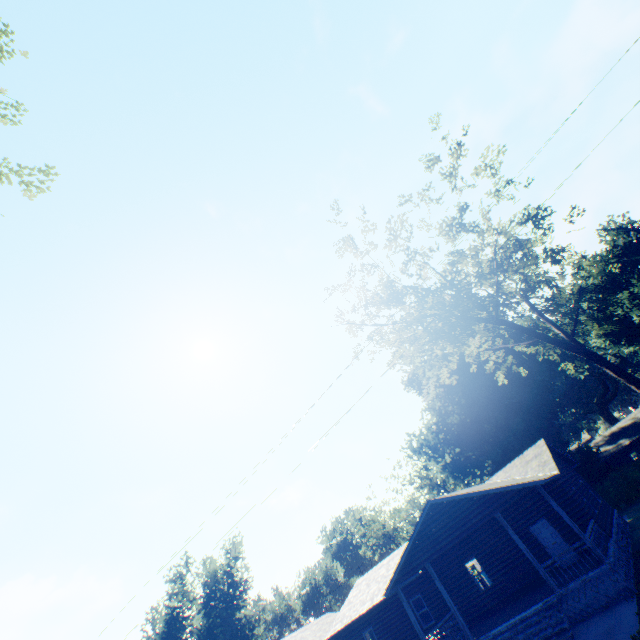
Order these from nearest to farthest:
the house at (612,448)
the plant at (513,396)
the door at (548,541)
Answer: the door at (548,541)
the plant at (513,396)
the house at (612,448)

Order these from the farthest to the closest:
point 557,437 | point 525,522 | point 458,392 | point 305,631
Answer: point 557,437 → point 458,392 → point 305,631 → point 525,522

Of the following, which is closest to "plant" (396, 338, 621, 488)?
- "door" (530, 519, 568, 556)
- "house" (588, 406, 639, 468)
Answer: "house" (588, 406, 639, 468)

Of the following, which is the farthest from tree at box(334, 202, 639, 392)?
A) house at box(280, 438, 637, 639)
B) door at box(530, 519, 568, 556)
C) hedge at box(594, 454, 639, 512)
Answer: hedge at box(594, 454, 639, 512)

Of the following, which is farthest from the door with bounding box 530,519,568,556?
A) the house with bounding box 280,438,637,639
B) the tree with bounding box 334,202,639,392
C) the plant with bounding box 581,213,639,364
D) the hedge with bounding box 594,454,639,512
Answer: the hedge with bounding box 594,454,639,512

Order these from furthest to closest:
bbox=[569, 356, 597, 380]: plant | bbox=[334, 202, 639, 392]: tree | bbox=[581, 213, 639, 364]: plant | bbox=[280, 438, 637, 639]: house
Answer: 1. bbox=[569, 356, 597, 380]: plant
2. bbox=[581, 213, 639, 364]: plant
3. bbox=[334, 202, 639, 392]: tree
4. bbox=[280, 438, 637, 639]: house

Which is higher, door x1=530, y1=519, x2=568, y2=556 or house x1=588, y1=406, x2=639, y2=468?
house x1=588, y1=406, x2=639, y2=468

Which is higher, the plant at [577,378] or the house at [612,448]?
the plant at [577,378]
